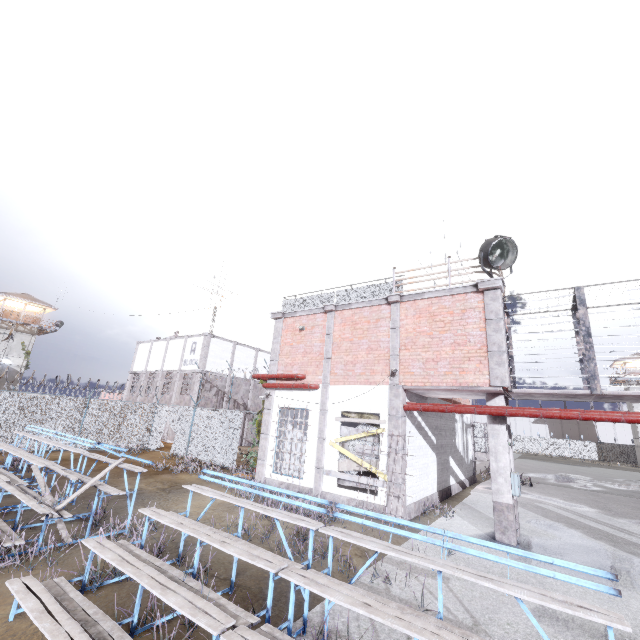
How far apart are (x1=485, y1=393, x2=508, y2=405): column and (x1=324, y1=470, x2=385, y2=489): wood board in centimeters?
298cm

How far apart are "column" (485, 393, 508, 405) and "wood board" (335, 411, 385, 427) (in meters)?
3.06

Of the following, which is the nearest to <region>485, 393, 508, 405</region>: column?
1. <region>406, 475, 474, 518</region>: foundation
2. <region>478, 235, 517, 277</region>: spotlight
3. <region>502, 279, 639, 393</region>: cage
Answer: <region>502, 279, 639, 393</region>: cage

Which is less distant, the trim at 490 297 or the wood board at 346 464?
the trim at 490 297

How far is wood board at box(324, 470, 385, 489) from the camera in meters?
10.3

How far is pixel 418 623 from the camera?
3.1 meters

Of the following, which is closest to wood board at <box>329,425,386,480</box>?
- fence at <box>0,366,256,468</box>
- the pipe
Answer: fence at <box>0,366,256,468</box>

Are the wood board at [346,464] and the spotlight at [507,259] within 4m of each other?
no
